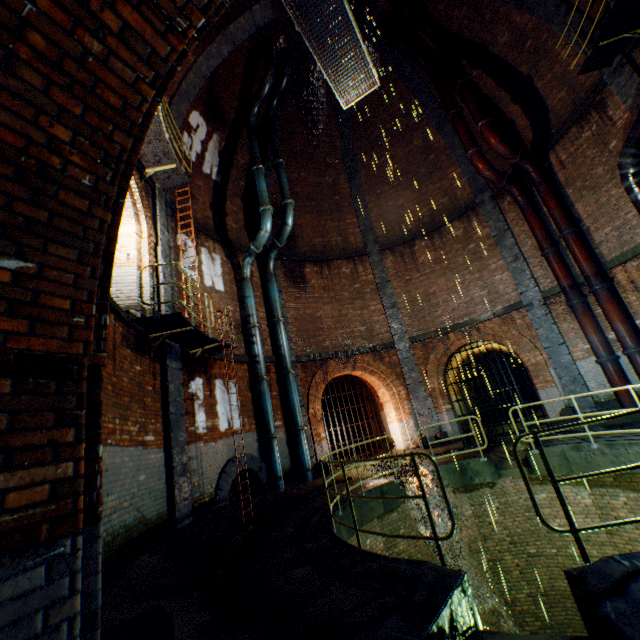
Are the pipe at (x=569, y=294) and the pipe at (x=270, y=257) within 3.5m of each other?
no

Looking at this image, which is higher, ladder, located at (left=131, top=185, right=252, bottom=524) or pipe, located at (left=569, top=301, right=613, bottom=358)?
ladder, located at (left=131, top=185, right=252, bottom=524)

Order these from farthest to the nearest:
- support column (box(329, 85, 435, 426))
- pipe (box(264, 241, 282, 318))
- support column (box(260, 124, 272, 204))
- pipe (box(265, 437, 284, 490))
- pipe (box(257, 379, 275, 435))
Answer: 1. support column (box(260, 124, 272, 204))
2. support column (box(329, 85, 435, 426))
3. pipe (box(264, 241, 282, 318))
4. pipe (box(257, 379, 275, 435))
5. pipe (box(265, 437, 284, 490))

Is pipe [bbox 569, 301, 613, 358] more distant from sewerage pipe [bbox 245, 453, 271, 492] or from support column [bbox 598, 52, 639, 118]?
sewerage pipe [bbox 245, 453, 271, 492]

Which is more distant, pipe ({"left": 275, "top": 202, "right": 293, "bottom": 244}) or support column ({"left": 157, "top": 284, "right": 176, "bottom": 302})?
pipe ({"left": 275, "top": 202, "right": 293, "bottom": 244})

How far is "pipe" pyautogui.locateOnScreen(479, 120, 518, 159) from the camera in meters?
11.1 m

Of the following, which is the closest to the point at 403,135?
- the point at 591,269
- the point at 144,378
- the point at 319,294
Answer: the point at 319,294

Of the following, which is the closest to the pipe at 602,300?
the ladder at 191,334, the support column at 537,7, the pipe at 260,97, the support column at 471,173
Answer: the support column at 471,173
